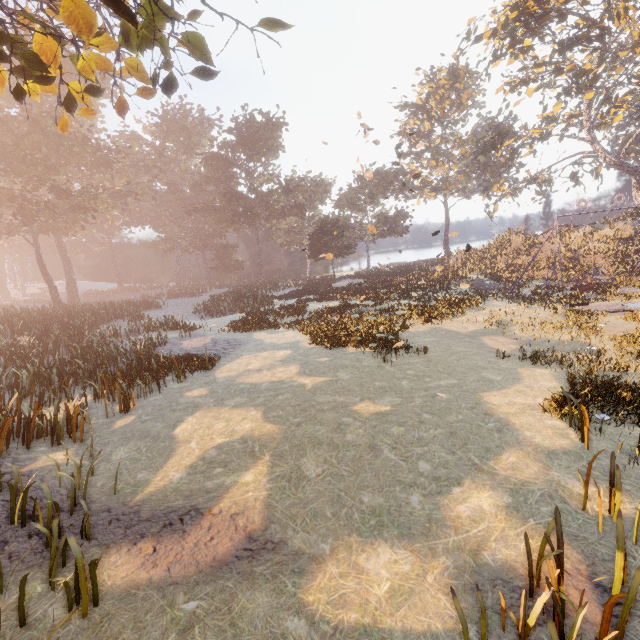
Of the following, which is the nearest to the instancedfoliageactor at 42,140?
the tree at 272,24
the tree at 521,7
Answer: the tree at 272,24

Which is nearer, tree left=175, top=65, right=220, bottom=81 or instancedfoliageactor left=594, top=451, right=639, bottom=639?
instancedfoliageactor left=594, top=451, right=639, bottom=639

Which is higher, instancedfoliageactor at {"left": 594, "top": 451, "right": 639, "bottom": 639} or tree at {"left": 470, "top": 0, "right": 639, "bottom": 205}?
tree at {"left": 470, "top": 0, "right": 639, "bottom": 205}

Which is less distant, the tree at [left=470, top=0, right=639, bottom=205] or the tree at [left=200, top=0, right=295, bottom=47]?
the tree at [left=200, top=0, right=295, bottom=47]

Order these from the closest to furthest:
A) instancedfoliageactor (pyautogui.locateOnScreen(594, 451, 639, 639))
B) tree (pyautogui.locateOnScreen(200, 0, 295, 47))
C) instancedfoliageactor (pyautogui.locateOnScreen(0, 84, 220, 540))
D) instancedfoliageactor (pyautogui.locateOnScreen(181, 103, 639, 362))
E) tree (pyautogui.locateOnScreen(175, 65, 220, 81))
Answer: instancedfoliageactor (pyautogui.locateOnScreen(594, 451, 639, 639)) < tree (pyautogui.locateOnScreen(200, 0, 295, 47)) < tree (pyautogui.locateOnScreen(175, 65, 220, 81)) < instancedfoliageactor (pyautogui.locateOnScreen(0, 84, 220, 540)) < instancedfoliageactor (pyautogui.locateOnScreen(181, 103, 639, 362))

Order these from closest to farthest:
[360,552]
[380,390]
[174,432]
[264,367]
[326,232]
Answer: [360,552] → [174,432] → [380,390] → [264,367] → [326,232]

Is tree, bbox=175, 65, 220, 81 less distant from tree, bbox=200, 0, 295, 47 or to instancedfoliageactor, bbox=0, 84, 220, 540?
tree, bbox=200, 0, 295, 47

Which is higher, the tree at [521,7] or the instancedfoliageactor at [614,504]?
the tree at [521,7]
